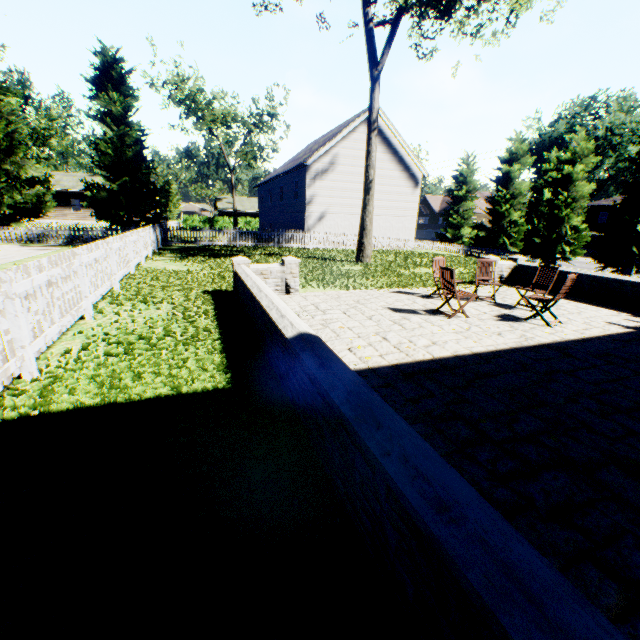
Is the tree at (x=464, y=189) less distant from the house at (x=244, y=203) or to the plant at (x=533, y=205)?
the house at (x=244, y=203)

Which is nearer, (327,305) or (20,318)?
(20,318)

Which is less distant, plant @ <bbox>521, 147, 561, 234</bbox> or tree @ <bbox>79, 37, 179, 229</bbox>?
tree @ <bbox>79, 37, 179, 229</bbox>

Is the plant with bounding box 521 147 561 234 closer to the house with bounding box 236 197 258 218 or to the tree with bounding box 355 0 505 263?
the tree with bounding box 355 0 505 263

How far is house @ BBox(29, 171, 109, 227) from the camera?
37.0m

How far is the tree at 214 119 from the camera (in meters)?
35.14

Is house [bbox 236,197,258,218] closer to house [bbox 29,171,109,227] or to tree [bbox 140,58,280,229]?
tree [bbox 140,58,280,229]

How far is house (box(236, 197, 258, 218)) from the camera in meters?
50.7 m
